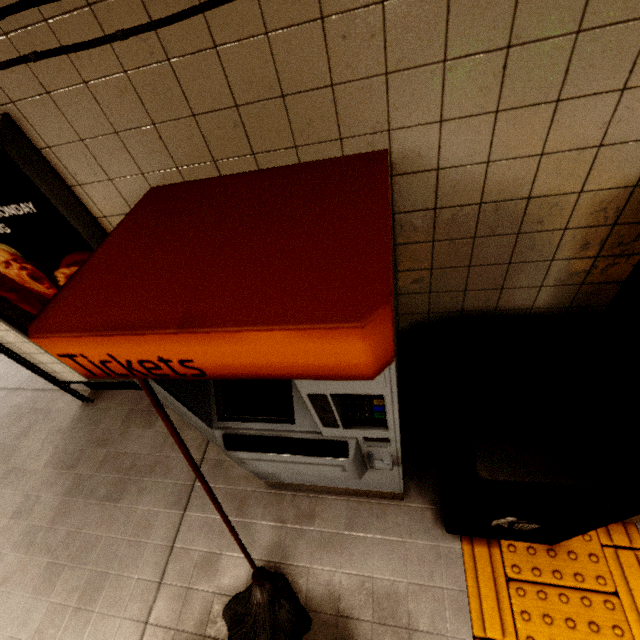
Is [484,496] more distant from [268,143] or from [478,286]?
[268,143]

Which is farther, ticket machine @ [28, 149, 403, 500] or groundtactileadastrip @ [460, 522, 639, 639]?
groundtactileadastrip @ [460, 522, 639, 639]

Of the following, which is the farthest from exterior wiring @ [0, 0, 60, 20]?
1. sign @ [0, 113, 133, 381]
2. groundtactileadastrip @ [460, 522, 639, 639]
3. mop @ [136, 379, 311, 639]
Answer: groundtactileadastrip @ [460, 522, 639, 639]

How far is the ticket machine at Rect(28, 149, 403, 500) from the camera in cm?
66

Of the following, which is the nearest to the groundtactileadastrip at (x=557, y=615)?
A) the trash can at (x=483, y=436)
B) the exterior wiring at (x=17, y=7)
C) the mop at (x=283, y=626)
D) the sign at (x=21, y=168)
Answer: the trash can at (x=483, y=436)

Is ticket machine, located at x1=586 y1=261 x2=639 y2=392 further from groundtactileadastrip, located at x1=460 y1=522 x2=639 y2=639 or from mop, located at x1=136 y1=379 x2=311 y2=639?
mop, located at x1=136 y1=379 x2=311 y2=639

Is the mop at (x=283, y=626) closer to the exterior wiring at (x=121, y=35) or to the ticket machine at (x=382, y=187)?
the ticket machine at (x=382, y=187)

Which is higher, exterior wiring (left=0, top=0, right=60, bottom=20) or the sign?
exterior wiring (left=0, top=0, right=60, bottom=20)
